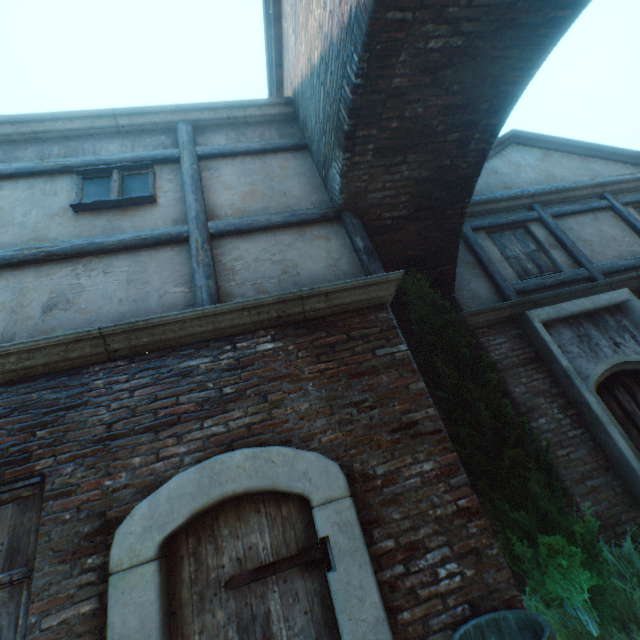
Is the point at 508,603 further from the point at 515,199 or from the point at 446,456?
the point at 515,199

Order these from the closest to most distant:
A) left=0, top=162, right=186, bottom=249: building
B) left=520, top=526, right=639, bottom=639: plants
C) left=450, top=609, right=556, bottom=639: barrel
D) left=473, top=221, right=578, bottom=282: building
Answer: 1. left=450, top=609, right=556, bottom=639: barrel
2. left=520, top=526, right=639, bottom=639: plants
3. left=0, top=162, right=186, bottom=249: building
4. left=473, top=221, right=578, bottom=282: building

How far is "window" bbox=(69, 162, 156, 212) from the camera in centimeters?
417cm

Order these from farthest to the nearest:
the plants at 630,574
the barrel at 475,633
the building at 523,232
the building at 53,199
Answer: the building at 523,232
the building at 53,199
the plants at 630,574
the barrel at 475,633

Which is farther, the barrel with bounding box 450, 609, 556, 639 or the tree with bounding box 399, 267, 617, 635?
the tree with bounding box 399, 267, 617, 635

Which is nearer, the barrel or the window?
the barrel

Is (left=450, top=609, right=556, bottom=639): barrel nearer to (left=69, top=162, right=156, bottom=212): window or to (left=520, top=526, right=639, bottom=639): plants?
(left=520, top=526, right=639, bottom=639): plants

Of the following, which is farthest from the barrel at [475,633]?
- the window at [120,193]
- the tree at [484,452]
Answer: the window at [120,193]
